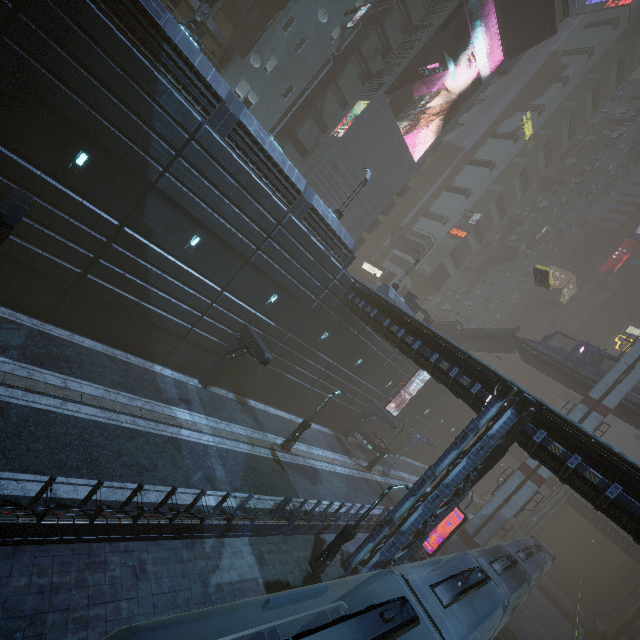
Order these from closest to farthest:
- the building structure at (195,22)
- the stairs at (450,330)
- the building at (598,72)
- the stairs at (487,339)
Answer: the building at (598,72) → the building structure at (195,22) → the stairs at (487,339) → the stairs at (450,330)

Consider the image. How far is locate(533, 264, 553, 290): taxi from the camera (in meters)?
33.27

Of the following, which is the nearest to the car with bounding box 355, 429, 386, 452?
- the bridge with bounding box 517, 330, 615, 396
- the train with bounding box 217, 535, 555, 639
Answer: the train with bounding box 217, 535, 555, 639

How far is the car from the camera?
32.6 meters

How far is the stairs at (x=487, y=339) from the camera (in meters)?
39.44

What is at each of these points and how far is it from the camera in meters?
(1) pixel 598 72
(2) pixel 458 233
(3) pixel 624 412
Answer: (1) building, 53.4
(2) sign, 55.1
(3) bridge, 31.4

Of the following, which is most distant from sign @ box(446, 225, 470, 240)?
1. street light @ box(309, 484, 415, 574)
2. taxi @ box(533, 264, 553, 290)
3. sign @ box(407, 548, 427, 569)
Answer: street light @ box(309, 484, 415, 574)

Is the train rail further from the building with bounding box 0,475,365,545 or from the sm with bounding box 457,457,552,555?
the sm with bounding box 457,457,552,555
